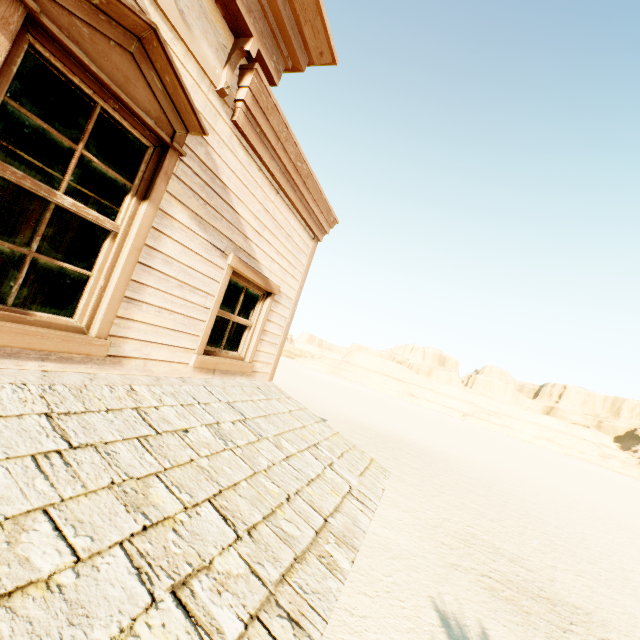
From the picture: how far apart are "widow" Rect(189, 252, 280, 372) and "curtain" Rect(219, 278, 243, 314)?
0.0 meters

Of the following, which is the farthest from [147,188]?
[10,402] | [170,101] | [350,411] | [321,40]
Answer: [350,411]

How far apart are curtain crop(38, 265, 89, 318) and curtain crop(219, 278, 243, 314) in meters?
1.3 m

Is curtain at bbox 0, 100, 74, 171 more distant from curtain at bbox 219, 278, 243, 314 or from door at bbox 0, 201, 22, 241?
door at bbox 0, 201, 22, 241

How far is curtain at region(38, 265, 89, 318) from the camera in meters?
2.4

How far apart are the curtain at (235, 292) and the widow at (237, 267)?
0.0m

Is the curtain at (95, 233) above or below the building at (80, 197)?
below

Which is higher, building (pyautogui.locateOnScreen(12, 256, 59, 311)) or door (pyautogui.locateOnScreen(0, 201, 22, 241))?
door (pyautogui.locateOnScreen(0, 201, 22, 241))
